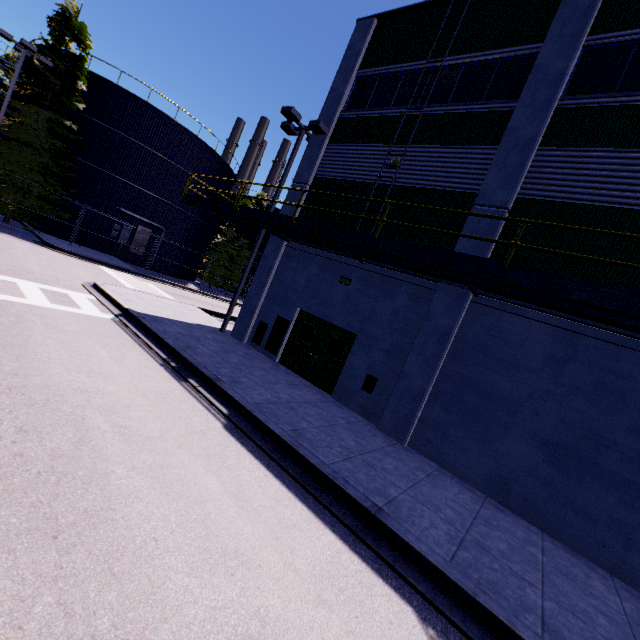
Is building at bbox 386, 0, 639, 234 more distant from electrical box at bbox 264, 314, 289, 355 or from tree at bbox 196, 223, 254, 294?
tree at bbox 196, 223, 254, 294

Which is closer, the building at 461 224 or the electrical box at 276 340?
the building at 461 224

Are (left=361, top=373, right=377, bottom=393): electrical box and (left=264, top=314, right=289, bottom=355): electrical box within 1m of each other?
no

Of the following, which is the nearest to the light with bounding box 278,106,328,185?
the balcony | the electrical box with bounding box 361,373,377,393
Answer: the balcony

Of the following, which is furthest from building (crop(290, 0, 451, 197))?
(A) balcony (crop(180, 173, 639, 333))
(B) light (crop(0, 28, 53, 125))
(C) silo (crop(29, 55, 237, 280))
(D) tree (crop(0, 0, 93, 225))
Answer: (B) light (crop(0, 28, 53, 125))

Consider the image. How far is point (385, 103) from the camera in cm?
1266

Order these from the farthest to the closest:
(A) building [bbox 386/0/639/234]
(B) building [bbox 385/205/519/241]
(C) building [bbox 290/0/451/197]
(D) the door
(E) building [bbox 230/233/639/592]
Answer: (C) building [bbox 290/0/451/197] → (D) the door → (B) building [bbox 385/205/519/241] → (A) building [bbox 386/0/639/234] → (E) building [bbox 230/233/639/592]

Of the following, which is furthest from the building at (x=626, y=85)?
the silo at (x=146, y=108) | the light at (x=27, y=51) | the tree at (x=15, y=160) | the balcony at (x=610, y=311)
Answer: the light at (x=27, y=51)
